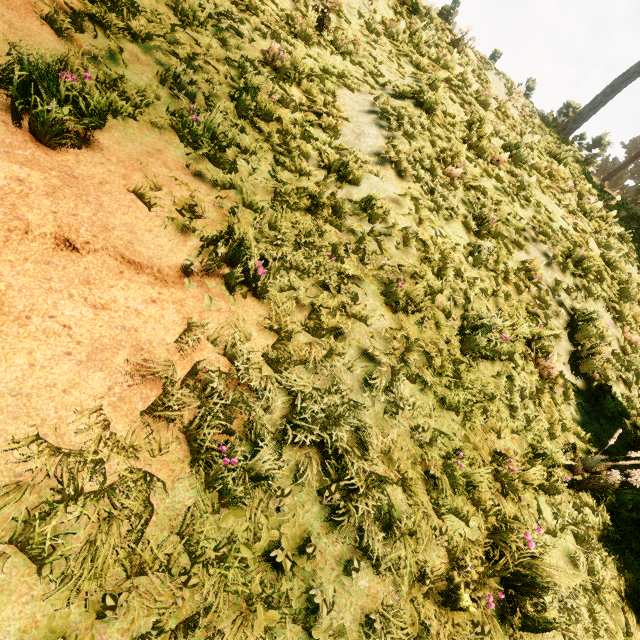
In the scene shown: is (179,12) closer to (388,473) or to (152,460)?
(152,460)

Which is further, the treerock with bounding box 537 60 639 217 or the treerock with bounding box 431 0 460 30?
the treerock with bounding box 537 60 639 217

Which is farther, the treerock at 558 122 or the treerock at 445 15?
the treerock at 558 122
